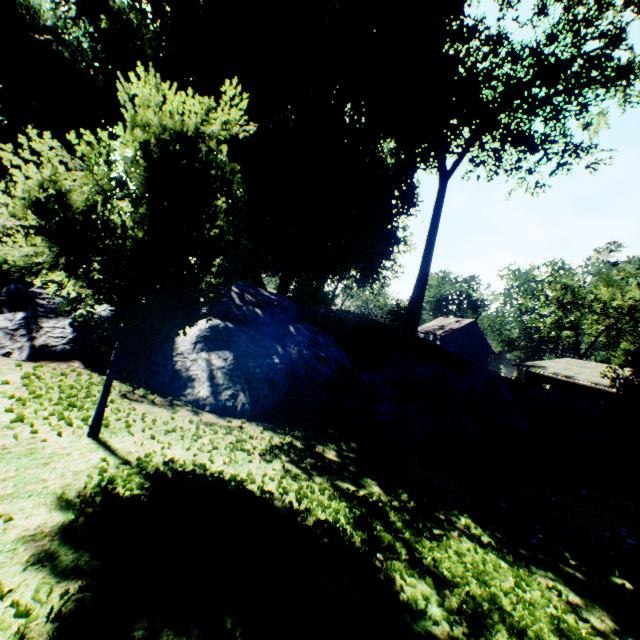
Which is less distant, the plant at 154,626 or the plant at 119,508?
the plant at 154,626

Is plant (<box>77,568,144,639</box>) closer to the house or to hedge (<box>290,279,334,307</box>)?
hedge (<box>290,279,334,307</box>)

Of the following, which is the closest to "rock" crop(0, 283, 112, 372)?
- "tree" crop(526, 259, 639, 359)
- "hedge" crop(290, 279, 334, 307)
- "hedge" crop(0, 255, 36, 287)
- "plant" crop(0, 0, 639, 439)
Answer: "hedge" crop(0, 255, 36, 287)

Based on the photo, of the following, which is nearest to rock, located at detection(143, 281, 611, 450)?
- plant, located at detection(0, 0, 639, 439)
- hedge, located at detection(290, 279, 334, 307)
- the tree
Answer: plant, located at detection(0, 0, 639, 439)

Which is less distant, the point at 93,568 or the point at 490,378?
the point at 93,568

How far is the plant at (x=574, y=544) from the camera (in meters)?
4.70

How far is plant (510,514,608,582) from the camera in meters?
4.7 m

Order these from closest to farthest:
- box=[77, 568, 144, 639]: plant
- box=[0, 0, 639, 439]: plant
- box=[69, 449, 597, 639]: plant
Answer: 1. box=[77, 568, 144, 639]: plant
2. box=[69, 449, 597, 639]: plant
3. box=[0, 0, 639, 439]: plant
